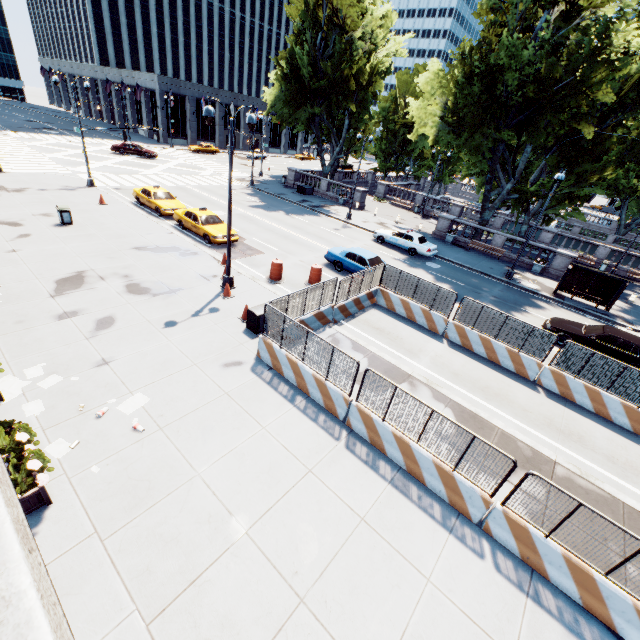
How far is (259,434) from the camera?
8.67m

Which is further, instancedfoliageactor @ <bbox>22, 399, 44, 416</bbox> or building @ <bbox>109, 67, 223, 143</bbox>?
building @ <bbox>109, 67, 223, 143</bbox>

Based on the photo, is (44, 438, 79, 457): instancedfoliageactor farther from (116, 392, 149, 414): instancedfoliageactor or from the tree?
the tree

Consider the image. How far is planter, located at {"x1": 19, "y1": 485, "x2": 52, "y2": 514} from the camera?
6.0 meters

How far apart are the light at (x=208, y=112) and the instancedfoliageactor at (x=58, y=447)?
10.7 meters

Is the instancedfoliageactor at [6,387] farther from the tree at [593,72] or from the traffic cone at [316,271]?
the tree at [593,72]

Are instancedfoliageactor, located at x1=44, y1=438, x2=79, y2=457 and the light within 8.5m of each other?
no
